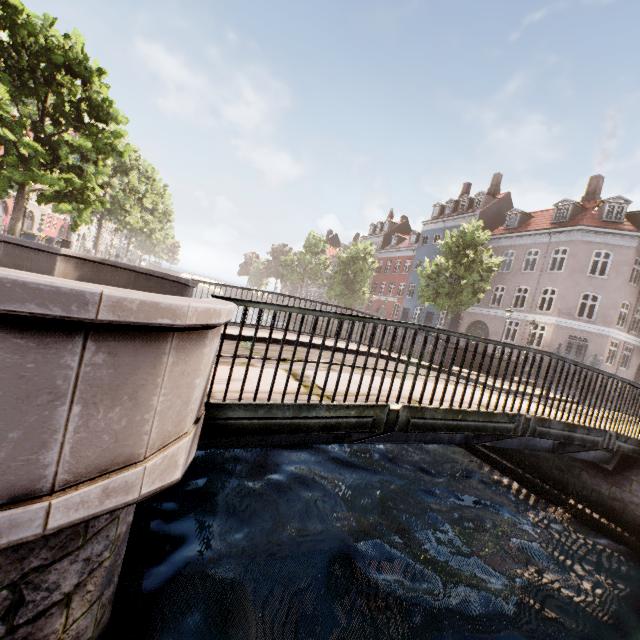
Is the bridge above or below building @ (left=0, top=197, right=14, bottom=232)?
below

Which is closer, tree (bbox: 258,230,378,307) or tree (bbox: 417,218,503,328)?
tree (bbox: 417,218,503,328)

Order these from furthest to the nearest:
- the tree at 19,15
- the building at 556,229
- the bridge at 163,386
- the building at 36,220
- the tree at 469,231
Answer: the building at 36,220 → the building at 556,229 → the tree at 469,231 → the tree at 19,15 → the bridge at 163,386

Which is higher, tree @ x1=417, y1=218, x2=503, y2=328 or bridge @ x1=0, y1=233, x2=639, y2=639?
tree @ x1=417, y1=218, x2=503, y2=328

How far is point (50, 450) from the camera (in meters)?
1.36

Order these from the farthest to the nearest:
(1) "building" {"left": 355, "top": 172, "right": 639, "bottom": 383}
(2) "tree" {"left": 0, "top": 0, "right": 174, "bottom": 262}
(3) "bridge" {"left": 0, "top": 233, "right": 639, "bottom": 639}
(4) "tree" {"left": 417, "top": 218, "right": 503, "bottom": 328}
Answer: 1. (1) "building" {"left": 355, "top": 172, "right": 639, "bottom": 383}
2. (4) "tree" {"left": 417, "top": 218, "right": 503, "bottom": 328}
3. (2) "tree" {"left": 0, "top": 0, "right": 174, "bottom": 262}
4. (3) "bridge" {"left": 0, "top": 233, "right": 639, "bottom": 639}

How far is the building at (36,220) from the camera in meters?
32.0

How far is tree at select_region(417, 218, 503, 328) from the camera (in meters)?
19.38
